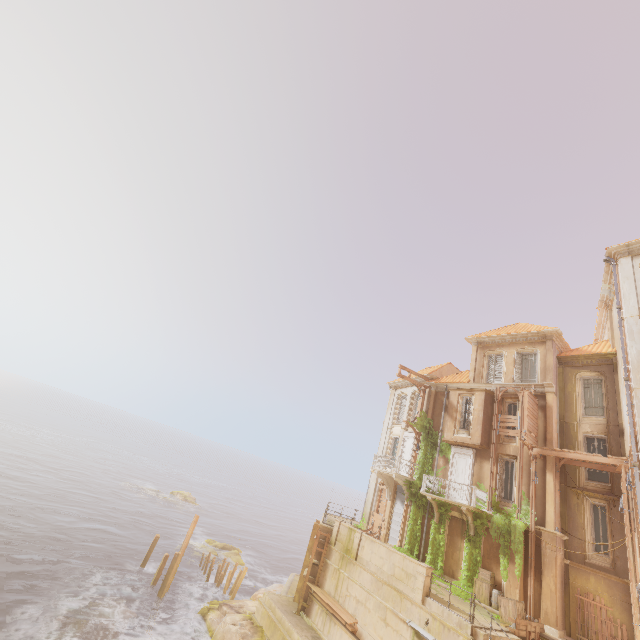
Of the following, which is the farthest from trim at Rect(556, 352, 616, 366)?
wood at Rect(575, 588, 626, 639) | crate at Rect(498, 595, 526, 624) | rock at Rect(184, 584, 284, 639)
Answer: rock at Rect(184, 584, 284, 639)

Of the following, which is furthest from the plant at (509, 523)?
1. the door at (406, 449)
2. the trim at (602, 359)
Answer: the trim at (602, 359)

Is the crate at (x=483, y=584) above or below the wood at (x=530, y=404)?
below

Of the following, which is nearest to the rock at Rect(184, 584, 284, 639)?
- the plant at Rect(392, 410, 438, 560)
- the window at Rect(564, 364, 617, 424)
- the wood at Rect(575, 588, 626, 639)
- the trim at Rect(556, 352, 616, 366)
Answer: the plant at Rect(392, 410, 438, 560)

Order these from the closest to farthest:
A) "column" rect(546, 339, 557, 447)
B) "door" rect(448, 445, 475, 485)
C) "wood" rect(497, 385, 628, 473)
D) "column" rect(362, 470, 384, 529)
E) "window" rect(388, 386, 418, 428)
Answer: "wood" rect(497, 385, 628, 473) → "column" rect(546, 339, 557, 447) → "door" rect(448, 445, 475, 485) → "column" rect(362, 470, 384, 529) → "window" rect(388, 386, 418, 428)

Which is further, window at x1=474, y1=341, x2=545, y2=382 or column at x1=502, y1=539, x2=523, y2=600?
window at x1=474, y1=341, x2=545, y2=382

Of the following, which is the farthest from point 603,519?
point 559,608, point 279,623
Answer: point 279,623

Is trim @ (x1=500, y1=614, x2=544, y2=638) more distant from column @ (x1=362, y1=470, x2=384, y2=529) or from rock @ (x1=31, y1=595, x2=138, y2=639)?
rock @ (x1=31, y1=595, x2=138, y2=639)
